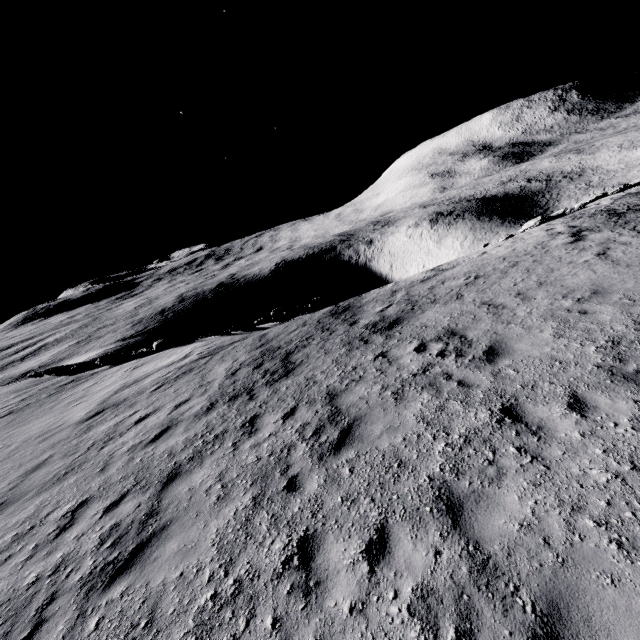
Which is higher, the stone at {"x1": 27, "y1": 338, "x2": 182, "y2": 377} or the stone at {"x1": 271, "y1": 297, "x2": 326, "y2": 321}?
the stone at {"x1": 27, "y1": 338, "x2": 182, "y2": 377}

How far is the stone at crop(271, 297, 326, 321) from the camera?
19.83m

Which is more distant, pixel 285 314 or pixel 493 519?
pixel 285 314

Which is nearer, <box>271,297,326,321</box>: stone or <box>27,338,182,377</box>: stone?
<box>271,297,326,321</box>: stone

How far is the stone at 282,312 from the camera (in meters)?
19.83

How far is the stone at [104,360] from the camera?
21.2 meters

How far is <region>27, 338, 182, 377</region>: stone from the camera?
21.2m
